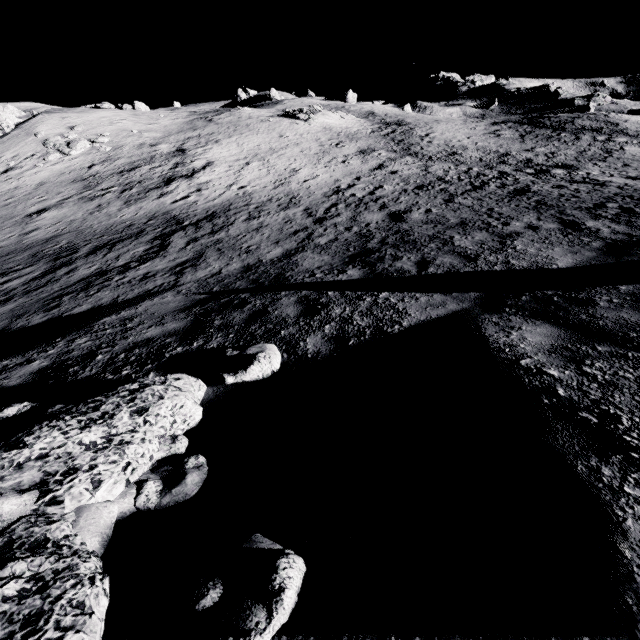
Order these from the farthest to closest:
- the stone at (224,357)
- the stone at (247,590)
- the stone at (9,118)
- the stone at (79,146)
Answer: the stone at (9,118), the stone at (79,146), the stone at (224,357), the stone at (247,590)

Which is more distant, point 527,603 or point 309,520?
point 309,520

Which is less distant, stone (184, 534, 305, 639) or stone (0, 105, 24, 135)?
stone (184, 534, 305, 639)

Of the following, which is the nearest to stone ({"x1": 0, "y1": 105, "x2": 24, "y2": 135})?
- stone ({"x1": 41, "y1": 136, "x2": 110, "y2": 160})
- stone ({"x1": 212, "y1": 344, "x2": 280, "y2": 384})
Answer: stone ({"x1": 41, "y1": 136, "x2": 110, "y2": 160})

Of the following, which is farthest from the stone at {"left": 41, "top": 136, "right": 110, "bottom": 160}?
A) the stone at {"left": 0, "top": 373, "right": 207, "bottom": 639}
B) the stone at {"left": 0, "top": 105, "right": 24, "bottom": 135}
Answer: the stone at {"left": 0, "top": 373, "right": 207, "bottom": 639}

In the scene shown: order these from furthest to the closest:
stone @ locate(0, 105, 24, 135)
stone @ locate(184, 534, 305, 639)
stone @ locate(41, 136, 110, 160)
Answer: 1. stone @ locate(0, 105, 24, 135)
2. stone @ locate(41, 136, 110, 160)
3. stone @ locate(184, 534, 305, 639)

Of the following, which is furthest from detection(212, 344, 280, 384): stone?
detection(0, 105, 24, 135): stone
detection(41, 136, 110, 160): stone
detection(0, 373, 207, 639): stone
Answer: detection(0, 105, 24, 135): stone

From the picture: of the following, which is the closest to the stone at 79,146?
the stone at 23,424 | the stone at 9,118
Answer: the stone at 9,118
